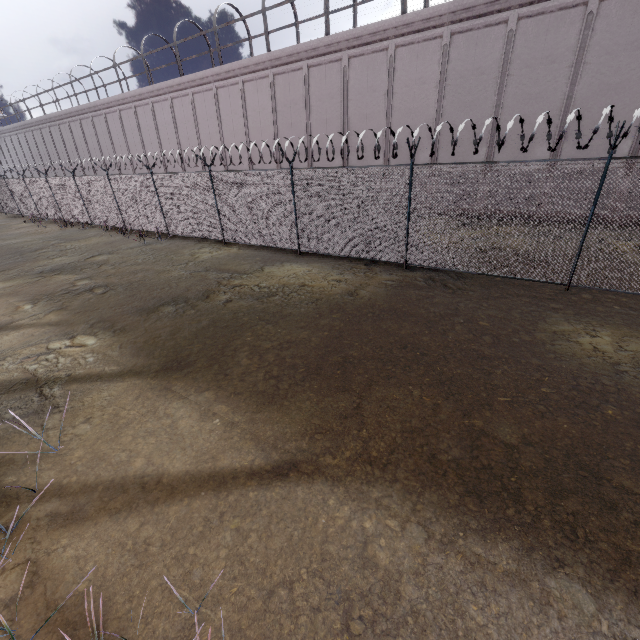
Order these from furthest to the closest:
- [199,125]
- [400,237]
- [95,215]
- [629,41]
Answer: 1. [199,125]
2. [95,215]
3. [629,41]
4. [400,237]
